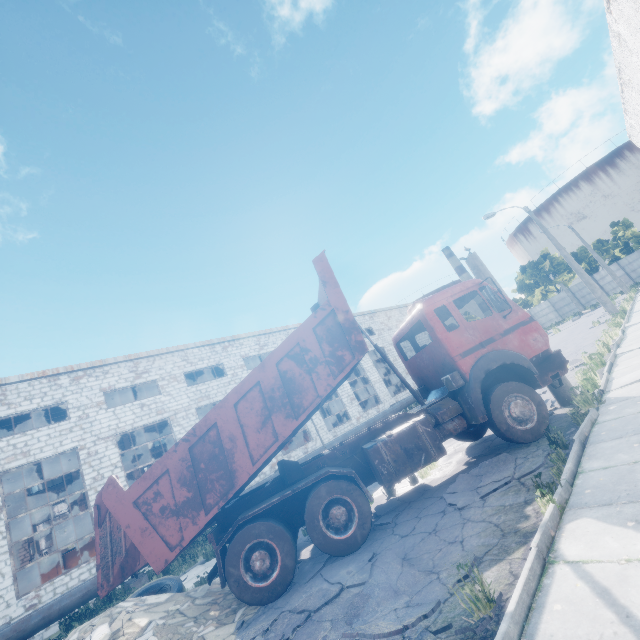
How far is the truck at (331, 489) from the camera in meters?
5.8

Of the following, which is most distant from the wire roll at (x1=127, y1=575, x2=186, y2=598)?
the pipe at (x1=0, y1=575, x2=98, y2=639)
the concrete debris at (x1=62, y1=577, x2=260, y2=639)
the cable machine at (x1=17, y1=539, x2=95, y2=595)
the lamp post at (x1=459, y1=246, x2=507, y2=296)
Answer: the cable machine at (x1=17, y1=539, x2=95, y2=595)

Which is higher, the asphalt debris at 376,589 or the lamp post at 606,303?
the lamp post at 606,303

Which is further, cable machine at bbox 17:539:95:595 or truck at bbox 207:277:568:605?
cable machine at bbox 17:539:95:595

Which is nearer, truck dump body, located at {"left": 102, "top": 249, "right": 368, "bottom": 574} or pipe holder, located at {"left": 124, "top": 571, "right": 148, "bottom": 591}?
truck dump body, located at {"left": 102, "top": 249, "right": 368, "bottom": 574}

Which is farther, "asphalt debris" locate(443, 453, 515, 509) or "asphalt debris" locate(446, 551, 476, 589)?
"asphalt debris" locate(443, 453, 515, 509)

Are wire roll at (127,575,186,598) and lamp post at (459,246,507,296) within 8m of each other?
no

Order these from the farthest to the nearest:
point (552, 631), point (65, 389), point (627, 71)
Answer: point (65, 389) → point (627, 71) → point (552, 631)
